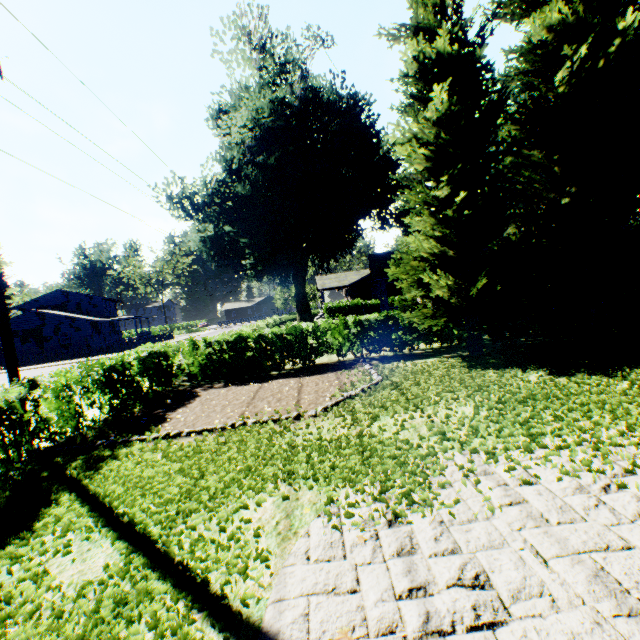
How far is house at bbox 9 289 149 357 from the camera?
39.88m

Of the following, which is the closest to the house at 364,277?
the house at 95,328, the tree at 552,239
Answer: the tree at 552,239

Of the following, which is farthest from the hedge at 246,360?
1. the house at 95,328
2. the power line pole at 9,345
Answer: the house at 95,328

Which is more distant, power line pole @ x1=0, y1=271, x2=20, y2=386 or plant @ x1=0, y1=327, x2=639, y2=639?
power line pole @ x1=0, y1=271, x2=20, y2=386

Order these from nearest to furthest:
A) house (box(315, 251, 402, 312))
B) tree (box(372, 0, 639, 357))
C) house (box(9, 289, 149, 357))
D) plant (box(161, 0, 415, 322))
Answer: tree (box(372, 0, 639, 357)) < plant (box(161, 0, 415, 322)) < house (box(315, 251, 402, 312)) < house (box(9, 289, 149, 357))

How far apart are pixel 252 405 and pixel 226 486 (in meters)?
4.15

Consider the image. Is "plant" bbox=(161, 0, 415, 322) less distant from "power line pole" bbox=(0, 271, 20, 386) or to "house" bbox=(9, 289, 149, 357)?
"house" bbox=(9, 289, 149, 357)

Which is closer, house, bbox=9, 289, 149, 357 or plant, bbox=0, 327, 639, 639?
plant, bbox=0, 327, 639, 639
